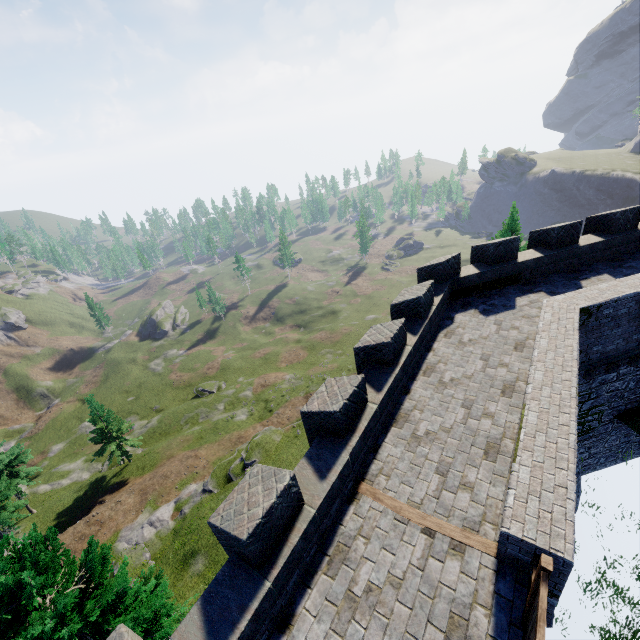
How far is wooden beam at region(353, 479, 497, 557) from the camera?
6.09m

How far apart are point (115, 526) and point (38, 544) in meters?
25.7 m

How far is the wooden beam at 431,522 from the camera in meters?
6.1 m
